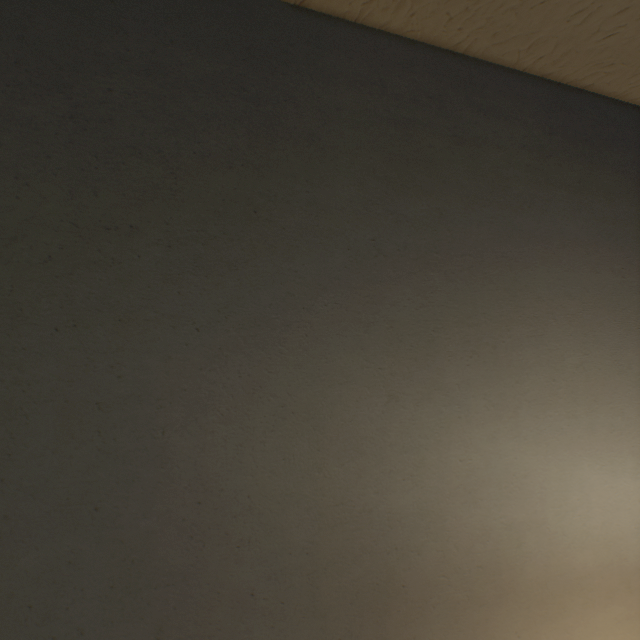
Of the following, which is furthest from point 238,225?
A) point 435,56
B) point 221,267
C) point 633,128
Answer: point 633,128
